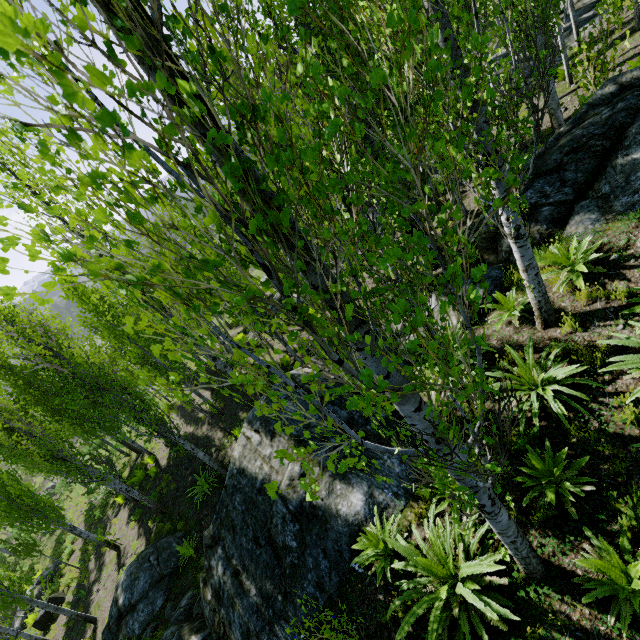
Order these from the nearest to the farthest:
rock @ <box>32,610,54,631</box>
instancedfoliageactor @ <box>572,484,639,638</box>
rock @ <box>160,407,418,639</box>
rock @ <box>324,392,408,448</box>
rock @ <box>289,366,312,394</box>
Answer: instancedfoliageactor @ <box>572,484,639,638</box> → rock @ <box>160,407,418,639</box> → rock @ <box>324,392,408,448</box> → rock @ <box>289,366,312,394</box> → rock @ <box>32,610,54,631</box>

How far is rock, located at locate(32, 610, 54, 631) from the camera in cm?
1537

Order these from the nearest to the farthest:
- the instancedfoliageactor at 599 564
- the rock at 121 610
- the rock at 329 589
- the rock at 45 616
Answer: the instancedfoliageactor at 599 564
the rock at 329 589
the rock at 121 610
the rock at 45 616

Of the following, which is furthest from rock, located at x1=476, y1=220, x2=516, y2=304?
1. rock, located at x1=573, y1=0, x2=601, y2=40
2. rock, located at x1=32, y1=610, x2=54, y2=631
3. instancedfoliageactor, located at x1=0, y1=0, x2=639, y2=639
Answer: rock, located at x1=32, y1=610, x2=54, y2=631

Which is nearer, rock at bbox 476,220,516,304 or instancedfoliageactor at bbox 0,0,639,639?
instancedfoliageactor at bbox 0,0,639,639

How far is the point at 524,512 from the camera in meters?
4.5 m

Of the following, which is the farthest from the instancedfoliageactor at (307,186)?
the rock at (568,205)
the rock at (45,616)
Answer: the rock at (45,616)
